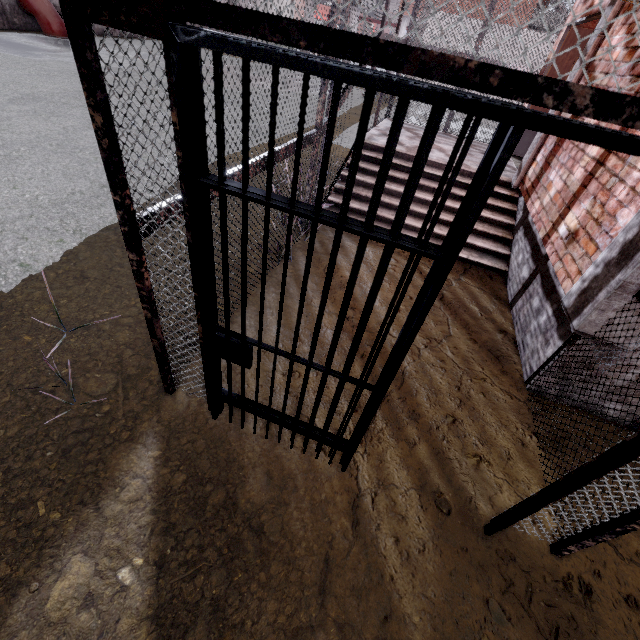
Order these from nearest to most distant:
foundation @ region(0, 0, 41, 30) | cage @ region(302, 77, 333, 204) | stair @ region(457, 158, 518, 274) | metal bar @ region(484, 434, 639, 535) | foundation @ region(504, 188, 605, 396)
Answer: metal bar @ region(484, 434, 639, 535) → foundation @ region(504, 188, 605, 396) → cage @ region(302, 77, 333, 204) → stair @ region(457, 158, 518, 274) → foundation @ region(0, 0, 41, 30)

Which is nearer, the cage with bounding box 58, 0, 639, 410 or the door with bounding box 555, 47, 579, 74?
the cage with bounding box 58, 0, 639, 410

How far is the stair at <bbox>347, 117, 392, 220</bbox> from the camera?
5.30m

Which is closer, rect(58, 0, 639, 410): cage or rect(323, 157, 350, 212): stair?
rect(58, 0, 639, 410): cage

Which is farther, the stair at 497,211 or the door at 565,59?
the door at 565,59

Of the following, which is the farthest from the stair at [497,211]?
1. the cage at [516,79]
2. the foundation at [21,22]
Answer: the foundation at [21,22]

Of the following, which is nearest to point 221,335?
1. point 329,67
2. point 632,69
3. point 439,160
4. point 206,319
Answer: point 206,319

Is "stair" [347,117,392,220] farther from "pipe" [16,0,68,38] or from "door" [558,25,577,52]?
"pipe" [16,0,68,38]
